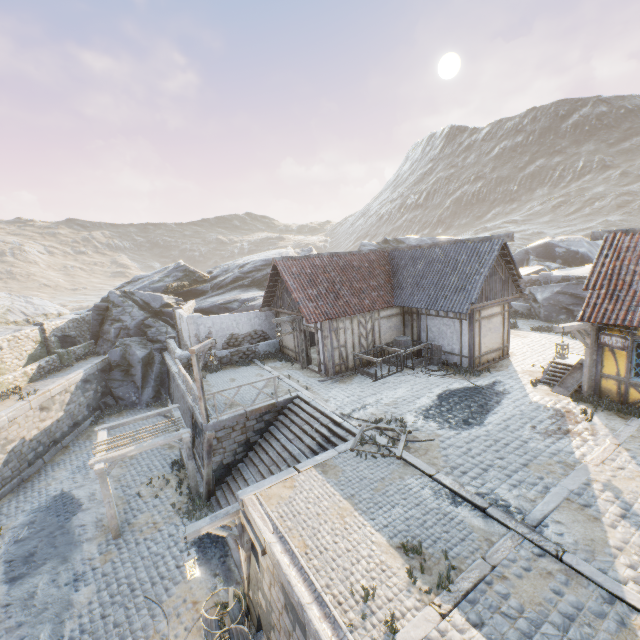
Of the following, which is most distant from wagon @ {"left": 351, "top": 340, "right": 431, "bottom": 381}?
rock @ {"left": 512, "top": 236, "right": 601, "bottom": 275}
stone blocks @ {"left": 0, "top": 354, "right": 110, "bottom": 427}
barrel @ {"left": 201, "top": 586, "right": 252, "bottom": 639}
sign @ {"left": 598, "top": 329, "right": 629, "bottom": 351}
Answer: barrel @ {"left": 201, "top": 586, "right": 252, "bottom": 639}

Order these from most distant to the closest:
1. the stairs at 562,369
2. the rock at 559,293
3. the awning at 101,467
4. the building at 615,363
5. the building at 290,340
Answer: the rock at 559,293 < the building at 290,340 < the stairs at 562,369 < the awning at 101,467 < the building at 615,363

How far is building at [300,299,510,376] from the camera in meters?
14.9

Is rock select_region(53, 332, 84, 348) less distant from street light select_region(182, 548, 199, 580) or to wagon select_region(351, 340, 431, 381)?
street light select_region(182, 548, 199, 580)

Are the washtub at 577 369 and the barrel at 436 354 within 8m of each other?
yes

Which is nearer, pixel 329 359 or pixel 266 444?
pixel 266 444

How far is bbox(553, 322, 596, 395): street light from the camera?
10.6 meters

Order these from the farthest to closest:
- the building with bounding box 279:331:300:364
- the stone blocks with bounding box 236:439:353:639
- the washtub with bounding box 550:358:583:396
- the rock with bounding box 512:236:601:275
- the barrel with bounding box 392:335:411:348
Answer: the rock with bounding box 512:236:601:275 → the building with bounding box 279:331:300:364 → the barrel with bounding box 392:335:411:348 → the washtub with bounding box 550:358:583:396 → the stone blocks with bounding box 236:439:353:639
